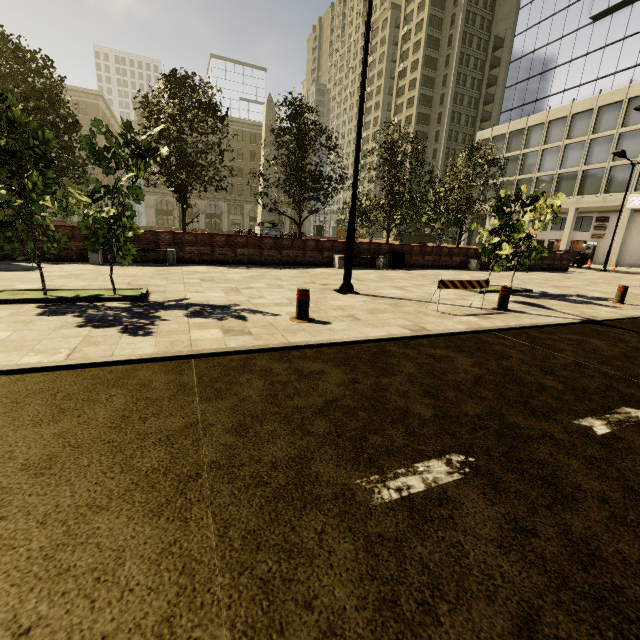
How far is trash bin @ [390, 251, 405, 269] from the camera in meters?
15.8 m

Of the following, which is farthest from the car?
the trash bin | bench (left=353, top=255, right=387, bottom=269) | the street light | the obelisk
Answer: the street light

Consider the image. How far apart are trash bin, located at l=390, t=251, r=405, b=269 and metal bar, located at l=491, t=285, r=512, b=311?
8.4 meters

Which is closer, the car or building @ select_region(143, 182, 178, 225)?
the car

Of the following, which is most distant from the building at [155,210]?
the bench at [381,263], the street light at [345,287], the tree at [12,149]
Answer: the bench at [381,263]

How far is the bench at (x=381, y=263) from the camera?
14.9m

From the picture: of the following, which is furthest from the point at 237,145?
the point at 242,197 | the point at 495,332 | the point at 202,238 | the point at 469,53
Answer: the point at 495,332

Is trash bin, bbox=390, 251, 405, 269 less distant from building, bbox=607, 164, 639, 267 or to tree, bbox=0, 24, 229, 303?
tree, bbox=0, 24, 229, 303
